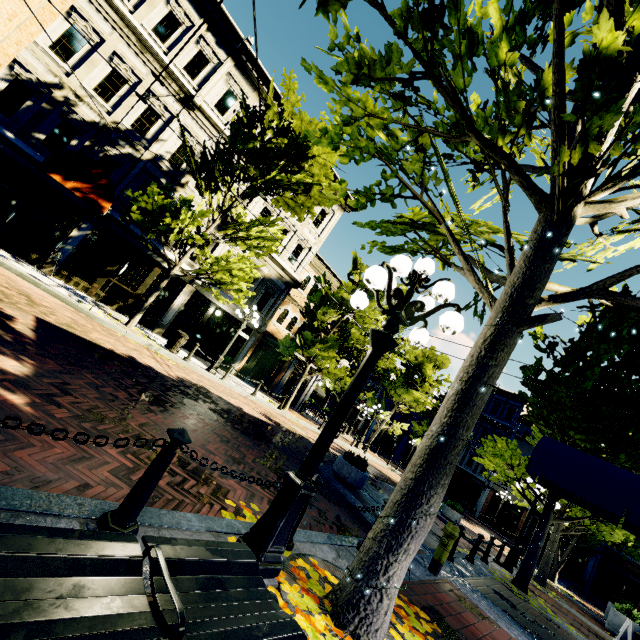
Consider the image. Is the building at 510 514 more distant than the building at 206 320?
Yes

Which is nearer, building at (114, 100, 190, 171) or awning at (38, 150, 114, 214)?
awning at (38, 150, 114, 214)

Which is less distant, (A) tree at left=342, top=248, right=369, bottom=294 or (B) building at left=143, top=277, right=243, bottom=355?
(B) building at left=143, top=277, right=243, bottom=355

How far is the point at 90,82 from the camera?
12.9m

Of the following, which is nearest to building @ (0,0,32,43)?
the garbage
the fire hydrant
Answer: the garbage

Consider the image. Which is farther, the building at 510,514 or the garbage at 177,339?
the building at 510,514

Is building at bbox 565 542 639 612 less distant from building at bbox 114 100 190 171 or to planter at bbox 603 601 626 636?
planter at bbox 603 601 626 636

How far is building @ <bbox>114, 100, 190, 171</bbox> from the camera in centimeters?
1395cm
